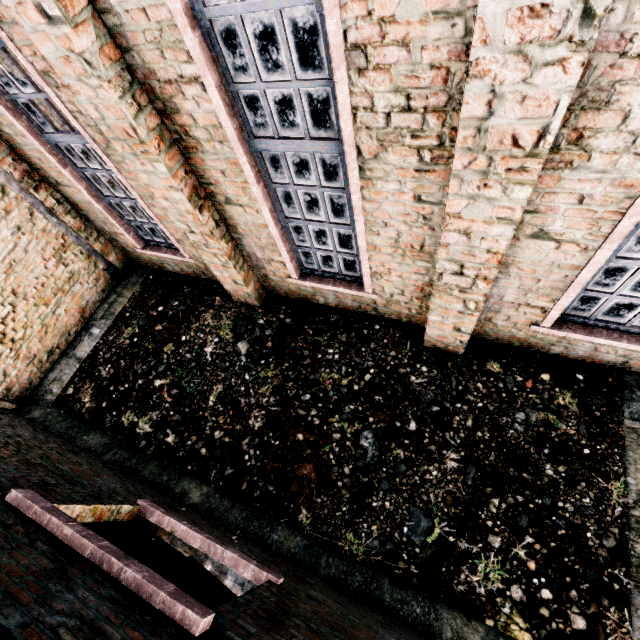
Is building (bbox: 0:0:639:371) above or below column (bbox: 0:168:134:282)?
above

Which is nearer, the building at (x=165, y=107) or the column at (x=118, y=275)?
the building at (x=165, y=107)

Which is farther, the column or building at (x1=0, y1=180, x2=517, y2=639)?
the column

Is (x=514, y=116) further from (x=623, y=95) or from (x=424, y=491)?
(x=424, y=491)
